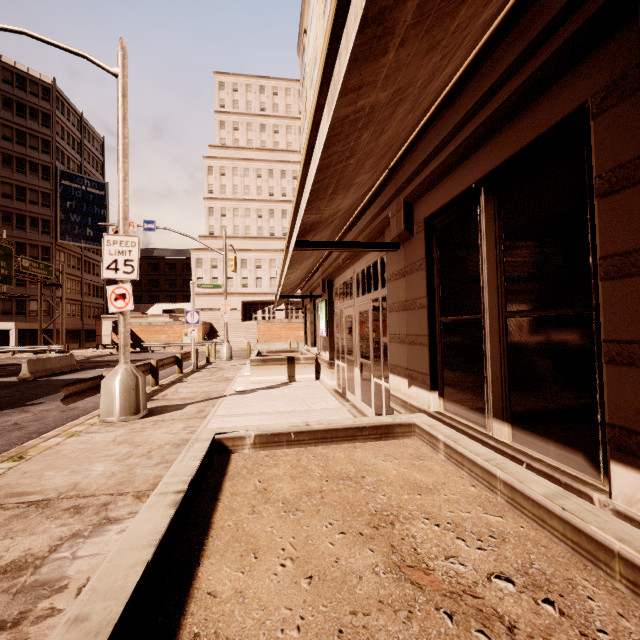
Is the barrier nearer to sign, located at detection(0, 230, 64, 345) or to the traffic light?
the traffic light

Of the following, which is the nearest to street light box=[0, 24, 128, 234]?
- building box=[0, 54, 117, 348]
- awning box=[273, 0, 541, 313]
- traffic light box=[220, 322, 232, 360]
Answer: awning box=[273, 0, 541, 313]

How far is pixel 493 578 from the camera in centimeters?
157cm

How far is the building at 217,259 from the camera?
51.2m

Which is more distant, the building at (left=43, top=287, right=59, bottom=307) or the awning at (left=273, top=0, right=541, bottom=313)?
the building at (left=43, top=287, right=59, bottom=307)

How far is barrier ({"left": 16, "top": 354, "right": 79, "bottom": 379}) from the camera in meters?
16.0 m

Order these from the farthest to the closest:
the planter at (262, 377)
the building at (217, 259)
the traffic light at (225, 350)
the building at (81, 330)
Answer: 1. the building at (217, 259)
2. the building at (81, 330)
3. the traffic light at (225, 350)
4. the planter at (262, 377)

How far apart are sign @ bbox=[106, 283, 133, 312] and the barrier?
12.9 meters
